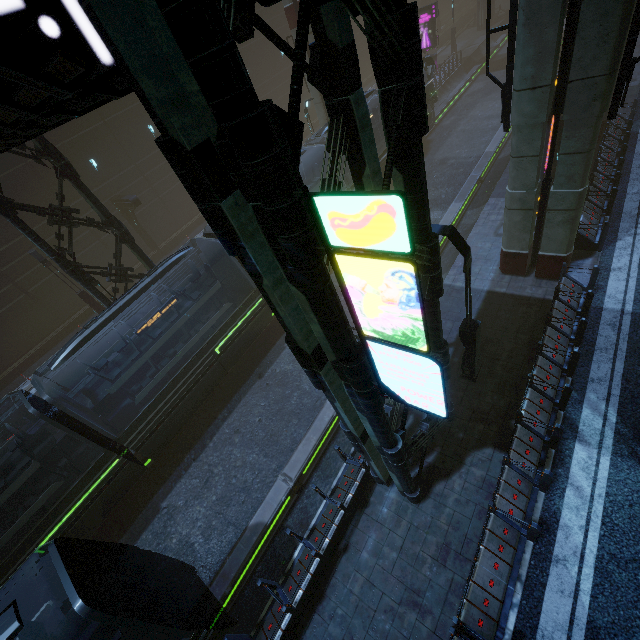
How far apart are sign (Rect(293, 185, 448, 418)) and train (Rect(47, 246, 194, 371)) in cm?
1035

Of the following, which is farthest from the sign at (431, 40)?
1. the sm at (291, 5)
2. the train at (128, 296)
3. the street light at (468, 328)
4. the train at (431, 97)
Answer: the street light at (468, 328)

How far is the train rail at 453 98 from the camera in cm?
1852

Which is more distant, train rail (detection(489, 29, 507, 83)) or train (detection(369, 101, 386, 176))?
train rail (detection(489, 29, 507, 83))

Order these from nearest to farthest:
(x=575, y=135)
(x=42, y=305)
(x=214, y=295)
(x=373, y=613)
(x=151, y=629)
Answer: (x=151, y=629)
(x=373, y=613)
(x=575, y=135)
(x=214, y=295)
(x=42, y=305)

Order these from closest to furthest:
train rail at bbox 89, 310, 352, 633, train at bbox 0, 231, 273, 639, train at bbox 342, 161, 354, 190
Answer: train at bbox 0, 231, 273, 639 → train rail at bbox 89, 310, 352, 633 → train at bbox 342, 161, 354, 190

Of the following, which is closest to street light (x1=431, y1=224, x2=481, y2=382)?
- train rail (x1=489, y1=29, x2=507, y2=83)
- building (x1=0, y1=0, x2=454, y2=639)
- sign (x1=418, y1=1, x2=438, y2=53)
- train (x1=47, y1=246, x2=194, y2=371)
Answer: building (x1=0, y1=0, x2=454, y2=639)

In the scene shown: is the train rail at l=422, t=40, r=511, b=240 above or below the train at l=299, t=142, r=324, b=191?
below
